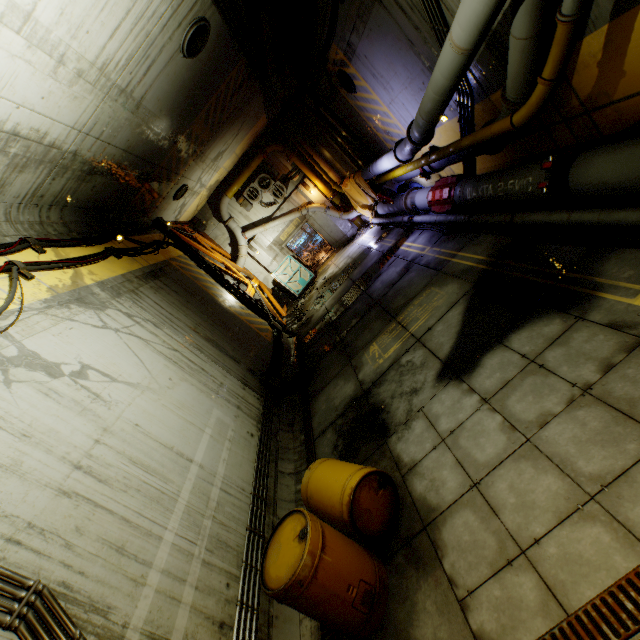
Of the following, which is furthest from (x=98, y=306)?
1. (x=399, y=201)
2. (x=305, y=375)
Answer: (x=399, y=201)

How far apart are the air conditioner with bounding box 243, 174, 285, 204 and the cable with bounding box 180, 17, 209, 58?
9.82m

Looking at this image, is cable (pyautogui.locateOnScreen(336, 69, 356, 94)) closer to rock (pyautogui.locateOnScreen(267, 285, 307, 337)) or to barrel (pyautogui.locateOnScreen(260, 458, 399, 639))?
rock (pyautogui.locateOnScreen(267, 285, 307, 337))

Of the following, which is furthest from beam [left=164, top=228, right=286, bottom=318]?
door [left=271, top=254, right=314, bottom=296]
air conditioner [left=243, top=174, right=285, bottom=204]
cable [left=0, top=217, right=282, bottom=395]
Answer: air conditioner [left=243, top=174, right=285, bottom=204]

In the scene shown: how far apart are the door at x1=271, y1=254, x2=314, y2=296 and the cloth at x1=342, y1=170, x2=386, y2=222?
4.2m

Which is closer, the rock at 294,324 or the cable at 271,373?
the cable at 271,373

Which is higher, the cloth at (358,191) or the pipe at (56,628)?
the pipe at (56,628)

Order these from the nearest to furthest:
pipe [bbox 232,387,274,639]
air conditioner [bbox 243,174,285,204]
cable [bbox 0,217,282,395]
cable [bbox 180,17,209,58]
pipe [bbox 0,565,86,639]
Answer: pipe [bbox 0,565,86,639] < pipe [bbox 232,387,274,639] < cable [bbox 0,217,282,395] < cable [bbox 180,17,209,58] < air conditioner [bbox 243,174,285,204]
